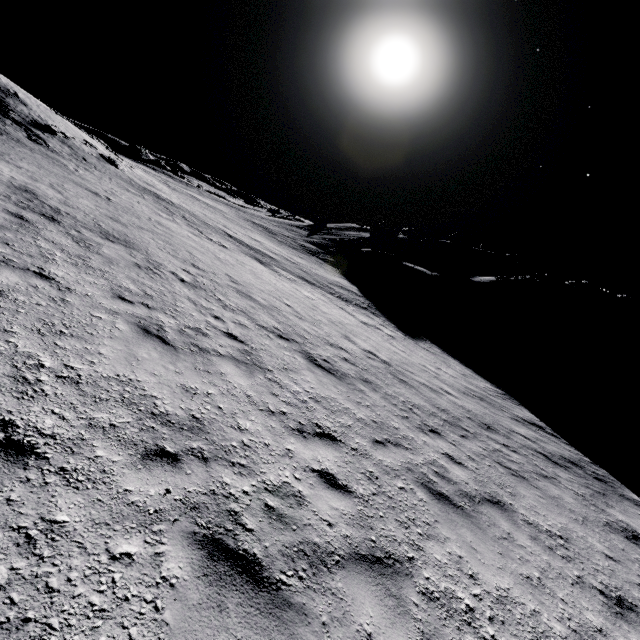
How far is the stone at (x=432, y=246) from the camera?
53.4m

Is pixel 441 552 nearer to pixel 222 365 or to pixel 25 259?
pixel 222 365

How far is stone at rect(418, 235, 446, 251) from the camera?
53.4m
